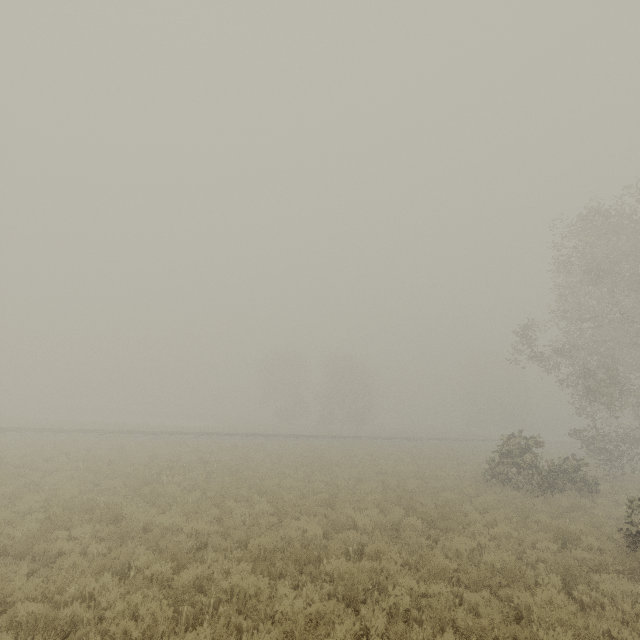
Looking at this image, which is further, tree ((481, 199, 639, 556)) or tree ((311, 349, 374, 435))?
tree ((311, 349, 374, 435))

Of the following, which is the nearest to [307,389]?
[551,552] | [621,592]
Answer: [551,552]

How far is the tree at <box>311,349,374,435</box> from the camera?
48.0m

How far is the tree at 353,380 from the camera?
47.97m

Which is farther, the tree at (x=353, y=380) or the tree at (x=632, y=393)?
the tree at (x=353, y=380)
